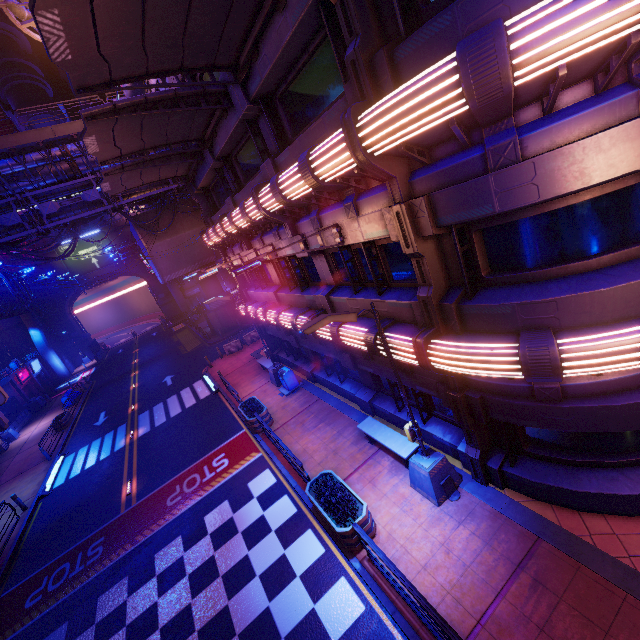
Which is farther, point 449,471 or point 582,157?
point 449,471

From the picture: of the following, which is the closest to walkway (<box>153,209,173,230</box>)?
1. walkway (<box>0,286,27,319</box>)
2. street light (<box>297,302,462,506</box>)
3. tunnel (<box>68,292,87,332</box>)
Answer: tunnel (<box>68,292,87,332</box>)

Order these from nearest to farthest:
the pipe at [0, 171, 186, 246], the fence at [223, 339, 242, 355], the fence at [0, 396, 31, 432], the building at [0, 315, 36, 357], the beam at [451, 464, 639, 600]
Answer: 1. the beam at [451, 464, 639, 600]
2. the pipe at [0, 171, 186, 246]
3. the fence at [223, 339, 242, 355]
4. the fence at [0, 396, 31, 432]
5. the building at [0, 315, 36, 357]

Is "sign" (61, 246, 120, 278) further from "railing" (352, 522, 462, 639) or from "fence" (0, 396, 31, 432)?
"railing" (352, 522, 462, 639)

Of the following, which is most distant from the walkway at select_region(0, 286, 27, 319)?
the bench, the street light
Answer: the bench

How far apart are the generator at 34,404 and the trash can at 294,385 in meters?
33.3 m

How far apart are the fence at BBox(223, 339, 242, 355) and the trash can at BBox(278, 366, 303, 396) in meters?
10.4 m

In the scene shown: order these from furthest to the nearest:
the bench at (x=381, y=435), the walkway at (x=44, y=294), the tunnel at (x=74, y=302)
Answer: the tunnel at (x=74, y=302) < the walkway at (x=44, y=294) < the bench at (x=381, y=435)
